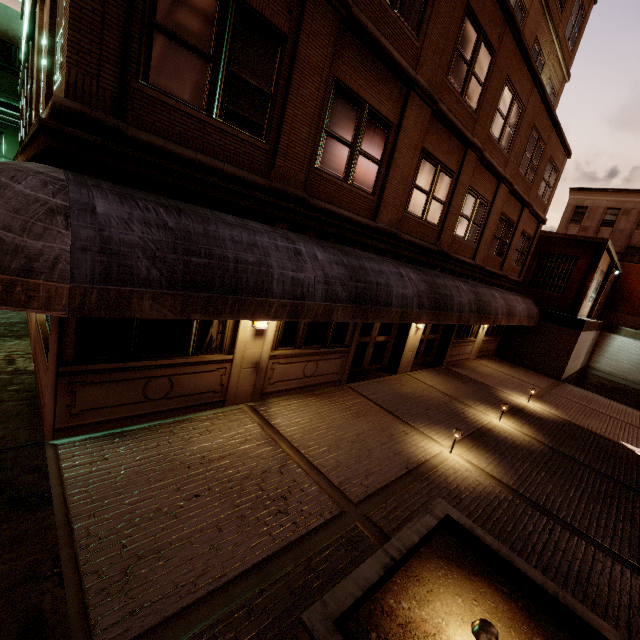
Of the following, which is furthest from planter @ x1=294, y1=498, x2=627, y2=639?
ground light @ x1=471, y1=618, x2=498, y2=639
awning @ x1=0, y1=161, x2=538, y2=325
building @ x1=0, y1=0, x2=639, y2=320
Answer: building @ x1=0, y1=0, x2=639, y2=320

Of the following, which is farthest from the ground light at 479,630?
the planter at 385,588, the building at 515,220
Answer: the building at 515,220

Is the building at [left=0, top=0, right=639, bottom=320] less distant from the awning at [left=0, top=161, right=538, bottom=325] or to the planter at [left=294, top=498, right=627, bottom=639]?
the awning at [left=0, top=161, right=538, bottom=325]

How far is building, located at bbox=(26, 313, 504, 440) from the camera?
5.0 meters

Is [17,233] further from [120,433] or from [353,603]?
[353,603]

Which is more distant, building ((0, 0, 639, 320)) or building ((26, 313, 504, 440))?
building ((26, 313, 504, 440))

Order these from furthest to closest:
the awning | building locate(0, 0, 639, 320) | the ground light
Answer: building locate(0, 0, 639, 320) < the awning < the ground light

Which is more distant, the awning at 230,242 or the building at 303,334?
the building at 303,334
